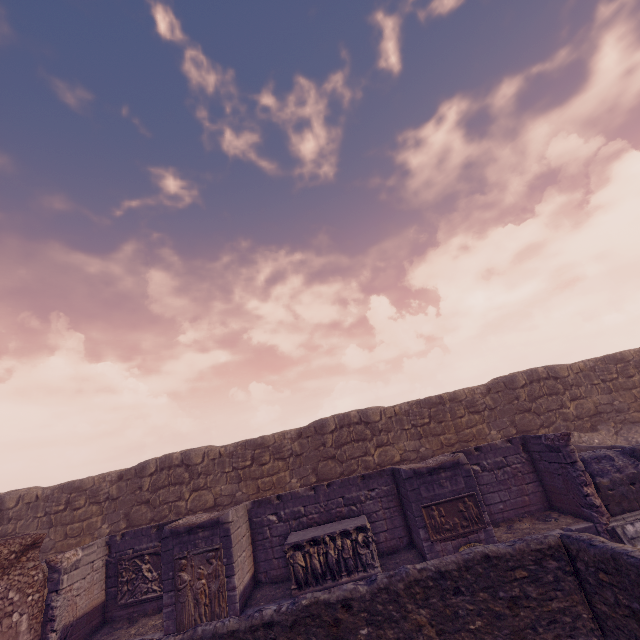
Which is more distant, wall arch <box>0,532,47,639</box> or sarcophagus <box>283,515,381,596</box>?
sarcophagus <box>283,515,381,596</box>

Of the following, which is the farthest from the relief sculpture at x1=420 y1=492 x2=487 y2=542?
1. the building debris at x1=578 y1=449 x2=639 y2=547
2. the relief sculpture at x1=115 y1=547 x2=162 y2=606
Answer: the relief sculpture at x1=115 y1=547 x2=162 y2=606

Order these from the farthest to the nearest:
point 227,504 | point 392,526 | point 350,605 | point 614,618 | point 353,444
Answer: point 353,444 < point 227,504 < point 392,526 < point 350,605 < point 614,618

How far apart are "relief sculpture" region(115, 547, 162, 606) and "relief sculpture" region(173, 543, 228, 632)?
1.8 meters

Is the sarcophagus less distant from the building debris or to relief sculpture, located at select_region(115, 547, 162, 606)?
relief sculpture, located at select_region(115, 547, 162, 606)

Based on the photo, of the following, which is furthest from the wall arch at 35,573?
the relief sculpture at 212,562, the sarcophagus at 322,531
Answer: the sarcophagus at 322,531

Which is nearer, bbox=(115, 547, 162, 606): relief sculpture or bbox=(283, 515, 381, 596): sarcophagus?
bbox=(283, 515, 381, 596): sarcophagus

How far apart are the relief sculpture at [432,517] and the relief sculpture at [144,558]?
7.7m
